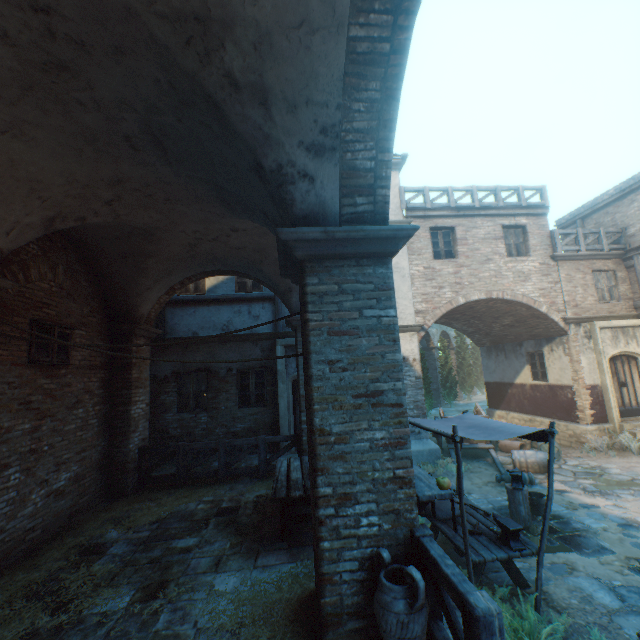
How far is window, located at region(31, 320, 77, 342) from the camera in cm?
548

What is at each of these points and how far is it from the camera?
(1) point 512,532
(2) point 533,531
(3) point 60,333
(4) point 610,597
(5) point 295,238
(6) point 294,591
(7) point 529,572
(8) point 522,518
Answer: (1) anvil, 4.74m
(2) ground pavers, 6.59m
(3) window, 6.09m
(4) ground stones, 4.67m
(5) building, 3.27m
(6) straw, 3.79m
(7) ground pavers, 5.34m
(8) log, 6.86m

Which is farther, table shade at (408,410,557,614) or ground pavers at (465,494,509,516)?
ground pavers at (465,494,509,516)

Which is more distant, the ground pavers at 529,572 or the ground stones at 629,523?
the ground stones at 629,523

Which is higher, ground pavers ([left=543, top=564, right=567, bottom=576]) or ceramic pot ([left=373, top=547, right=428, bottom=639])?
ceramic pot ([left=373, top=547, right=428, bottom=639])

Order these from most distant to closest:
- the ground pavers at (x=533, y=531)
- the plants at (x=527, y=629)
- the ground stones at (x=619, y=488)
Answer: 1. the ground stones at (x=619, y=488)
2. the ground pavers at (x=533, y=531)
3. the plants at (x=527, y=629)

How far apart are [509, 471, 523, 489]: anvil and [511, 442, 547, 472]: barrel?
3.3m

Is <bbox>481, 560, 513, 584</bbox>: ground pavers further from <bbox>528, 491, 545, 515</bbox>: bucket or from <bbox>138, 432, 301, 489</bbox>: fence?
<bbox>138, 432, 301, 489</bbox>: fence
